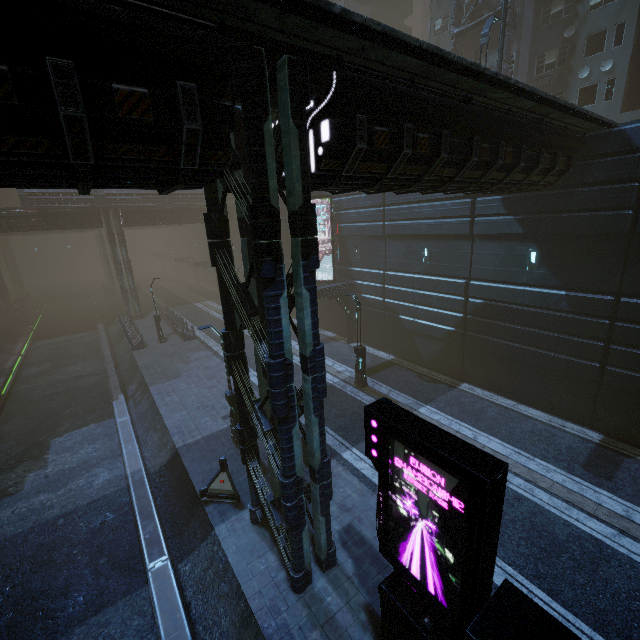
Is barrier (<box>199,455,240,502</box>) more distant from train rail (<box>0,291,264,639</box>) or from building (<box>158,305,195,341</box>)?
building (<box>158,305,195,341</box>)

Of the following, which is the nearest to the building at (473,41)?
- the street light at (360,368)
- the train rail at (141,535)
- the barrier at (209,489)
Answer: the train rail at (141,535)

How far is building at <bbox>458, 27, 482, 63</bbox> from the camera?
27.6 meters

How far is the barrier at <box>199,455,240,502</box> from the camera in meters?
11.4 m

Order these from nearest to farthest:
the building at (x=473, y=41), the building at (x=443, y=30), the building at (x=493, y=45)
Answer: the building at (x=493, y=45), the building at (x=473, y=41), the building at (x=443, y=30)

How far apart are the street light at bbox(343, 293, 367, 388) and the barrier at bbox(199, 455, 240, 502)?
8.80m

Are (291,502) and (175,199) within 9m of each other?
no

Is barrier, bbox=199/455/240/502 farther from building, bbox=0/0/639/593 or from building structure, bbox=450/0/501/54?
building structure, bbox=450/0/501/54
